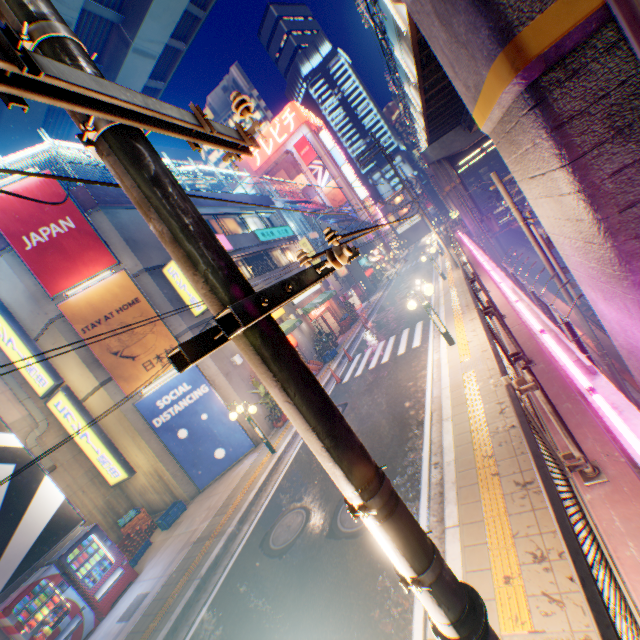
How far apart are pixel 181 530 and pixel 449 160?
35.9m

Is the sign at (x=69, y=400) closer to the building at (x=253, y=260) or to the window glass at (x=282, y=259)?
the building at (x=253, y=260)

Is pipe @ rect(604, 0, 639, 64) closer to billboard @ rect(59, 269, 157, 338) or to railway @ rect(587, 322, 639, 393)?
railway @ rect(587, 322, 639, 393)

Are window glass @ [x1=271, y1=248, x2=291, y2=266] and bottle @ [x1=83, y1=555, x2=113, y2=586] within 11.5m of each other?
no

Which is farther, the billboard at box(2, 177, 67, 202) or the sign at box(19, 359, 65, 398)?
the sign at box(19, 359, 65, 398)

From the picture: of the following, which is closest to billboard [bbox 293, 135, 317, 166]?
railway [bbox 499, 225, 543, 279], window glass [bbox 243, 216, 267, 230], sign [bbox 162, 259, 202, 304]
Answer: railway [bbox 499, 225, 543, 279]

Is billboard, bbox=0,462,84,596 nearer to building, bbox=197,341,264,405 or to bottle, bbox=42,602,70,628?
bottle, bbox=42,602,70,628

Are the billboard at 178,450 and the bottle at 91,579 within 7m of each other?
yes
